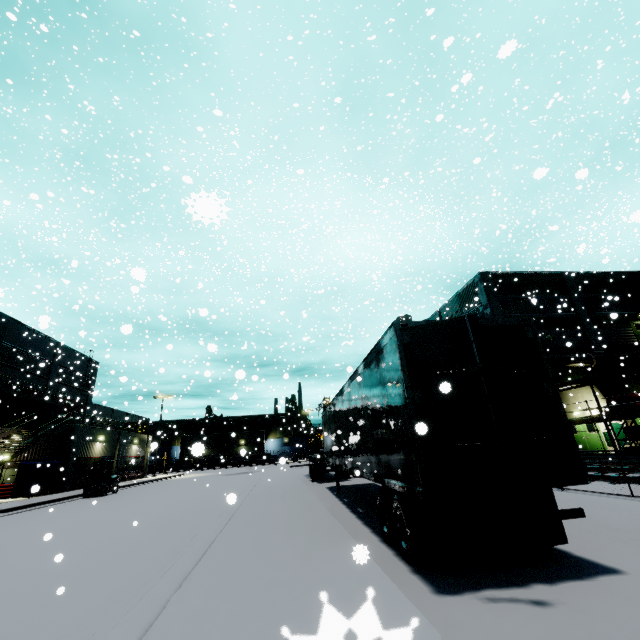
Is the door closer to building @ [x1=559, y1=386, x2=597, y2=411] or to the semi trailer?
building @ [x1=559, y1=386, x2=597, y2=411]

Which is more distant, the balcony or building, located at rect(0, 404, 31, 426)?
building, located at rect(0, 404, 31, 426)

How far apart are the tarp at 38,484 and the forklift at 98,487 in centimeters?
328cm

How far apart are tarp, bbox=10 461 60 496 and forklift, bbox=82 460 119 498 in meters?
3.3

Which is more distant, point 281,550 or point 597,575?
point 281,550

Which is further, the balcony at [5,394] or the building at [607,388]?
the balcony at [5,394]

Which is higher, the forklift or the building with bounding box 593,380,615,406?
the building with bounding box 593,380,615,406

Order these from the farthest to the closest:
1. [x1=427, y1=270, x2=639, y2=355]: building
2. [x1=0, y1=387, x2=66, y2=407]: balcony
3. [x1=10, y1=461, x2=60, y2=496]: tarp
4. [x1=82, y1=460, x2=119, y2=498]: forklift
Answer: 1. [x1=427, y1=270, x2=639, y2=355]: building
2. [x1=0, y1=387, x2=66, y2=407]: balcony
3. [x1=82, y1=460, x2=119, y2=498]: forklift
4. [x1=10, y1=461, x2=60, y2=496]: tarp
